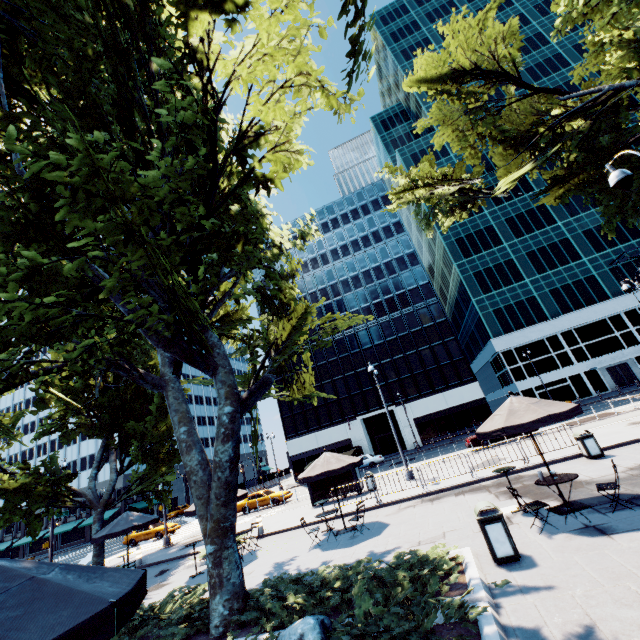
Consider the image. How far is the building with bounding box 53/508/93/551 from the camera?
56.0m

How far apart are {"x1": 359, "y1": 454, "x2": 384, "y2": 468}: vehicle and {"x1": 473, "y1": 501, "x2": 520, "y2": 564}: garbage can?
32.1 meters

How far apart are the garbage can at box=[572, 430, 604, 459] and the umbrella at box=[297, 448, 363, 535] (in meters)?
8.53

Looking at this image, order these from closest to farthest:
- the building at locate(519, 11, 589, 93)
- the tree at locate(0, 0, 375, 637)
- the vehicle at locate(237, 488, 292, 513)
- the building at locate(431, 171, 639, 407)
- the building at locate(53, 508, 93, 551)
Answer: the tree at locate(0, 0, 375, 637) < the vehicle at locate(237, 488, 292, 513) < the building at locate(431, 171, 639, 407) < the building at locate(519, 11, 589, 93) < the building at locate(53, 508, 93, 551)

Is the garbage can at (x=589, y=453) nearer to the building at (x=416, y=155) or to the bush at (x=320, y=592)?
the bush at (x=320, y=592)

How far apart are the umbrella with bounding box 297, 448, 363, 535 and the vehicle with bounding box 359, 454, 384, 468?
→ 24.6 meters

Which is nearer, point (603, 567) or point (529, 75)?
point (603, 567)

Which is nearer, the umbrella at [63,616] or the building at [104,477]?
the umbrella at [63,616]
